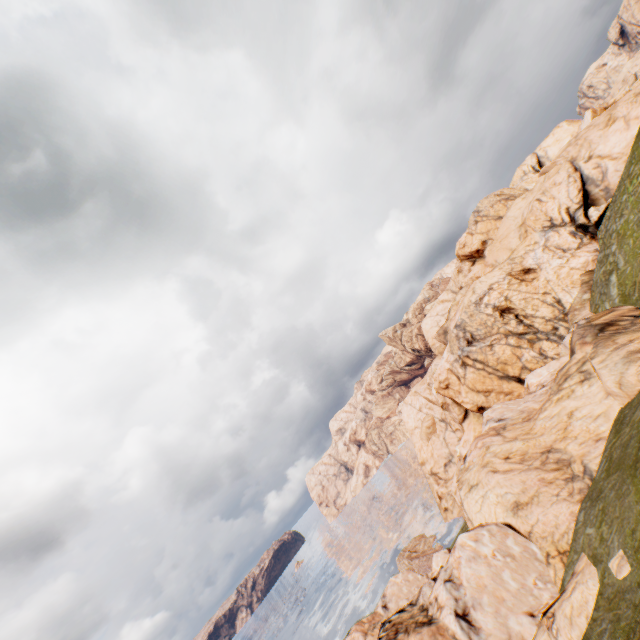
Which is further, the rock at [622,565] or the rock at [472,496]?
the rock at [472,496]

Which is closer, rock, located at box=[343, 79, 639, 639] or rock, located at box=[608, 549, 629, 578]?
rock, located at box=[608, 549, 629, 578]

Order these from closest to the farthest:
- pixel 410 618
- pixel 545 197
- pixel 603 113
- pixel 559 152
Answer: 1. pixel 410 618
2. pixel 603 113
3. pixel 545 197
4. pixel 559 152

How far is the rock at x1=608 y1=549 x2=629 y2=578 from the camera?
11.7m

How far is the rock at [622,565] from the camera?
11.7 meters
